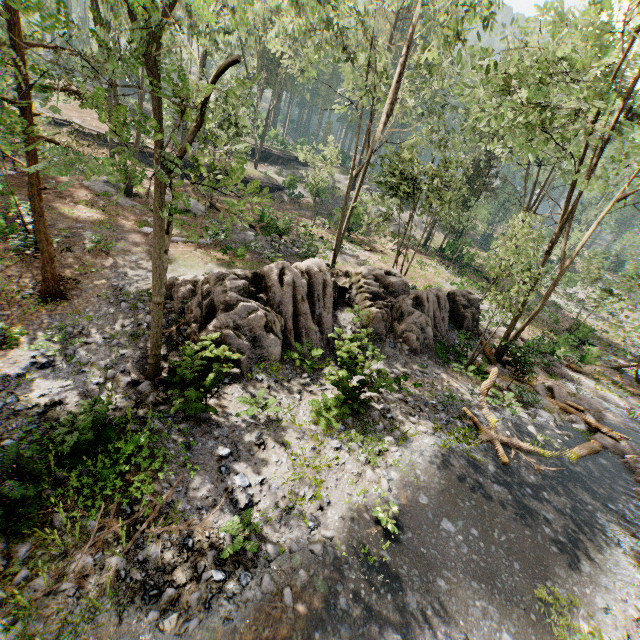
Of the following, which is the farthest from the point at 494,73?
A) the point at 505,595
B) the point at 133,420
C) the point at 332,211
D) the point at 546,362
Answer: the point at 133,420

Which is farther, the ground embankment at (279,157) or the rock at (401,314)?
the ground embankment at (279,157)

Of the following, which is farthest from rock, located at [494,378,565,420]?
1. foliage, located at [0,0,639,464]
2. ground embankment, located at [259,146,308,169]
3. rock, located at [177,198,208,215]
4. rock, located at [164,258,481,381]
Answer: ground embankment, located at [259,146,308,169]

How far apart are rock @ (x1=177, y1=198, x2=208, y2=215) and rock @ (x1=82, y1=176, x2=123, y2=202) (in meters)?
1.67

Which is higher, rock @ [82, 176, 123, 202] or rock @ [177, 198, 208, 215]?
rock @ [177, 198, 208, 215]

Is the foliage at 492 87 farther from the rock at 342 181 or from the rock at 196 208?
the rock at 196 208

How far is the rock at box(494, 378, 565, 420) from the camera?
15.2 meters

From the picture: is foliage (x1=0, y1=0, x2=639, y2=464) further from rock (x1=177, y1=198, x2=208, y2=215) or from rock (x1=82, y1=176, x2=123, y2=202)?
rock (x1=177, y1=198, x2=208, y2=215)
